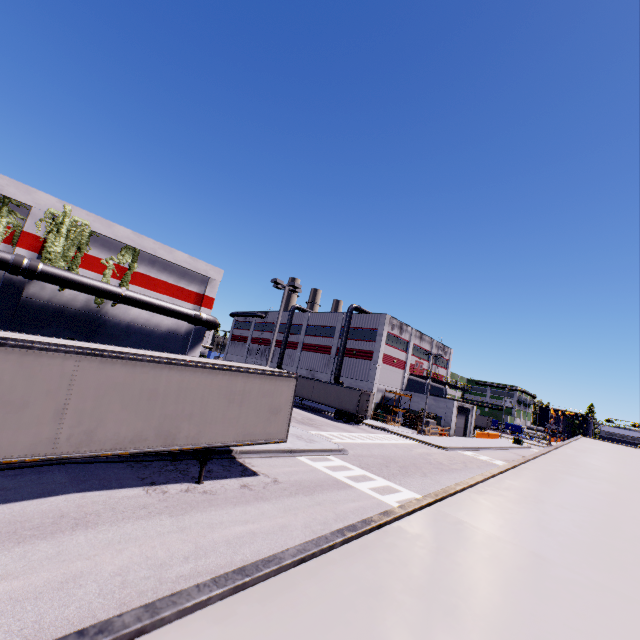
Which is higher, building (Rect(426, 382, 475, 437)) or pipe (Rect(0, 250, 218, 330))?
pipe (Rect(0, 250, 218, 330))

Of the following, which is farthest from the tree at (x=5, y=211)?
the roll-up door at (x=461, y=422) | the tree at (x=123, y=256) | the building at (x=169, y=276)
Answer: the roll-up door at (x=461, y=422)

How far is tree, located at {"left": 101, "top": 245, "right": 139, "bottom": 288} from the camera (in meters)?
20.78

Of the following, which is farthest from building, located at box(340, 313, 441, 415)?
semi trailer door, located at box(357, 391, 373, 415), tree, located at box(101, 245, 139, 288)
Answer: semi trailer door, located at box(357, 391, 373, 415)

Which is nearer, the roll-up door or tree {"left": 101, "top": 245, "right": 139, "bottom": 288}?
tree {"left": 101, "top": 245, "right": 139, "bottom": 288}

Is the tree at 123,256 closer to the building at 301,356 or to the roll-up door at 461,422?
the building at 301,356

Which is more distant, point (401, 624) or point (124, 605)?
point (124, 605)

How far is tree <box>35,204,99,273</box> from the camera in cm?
1841
